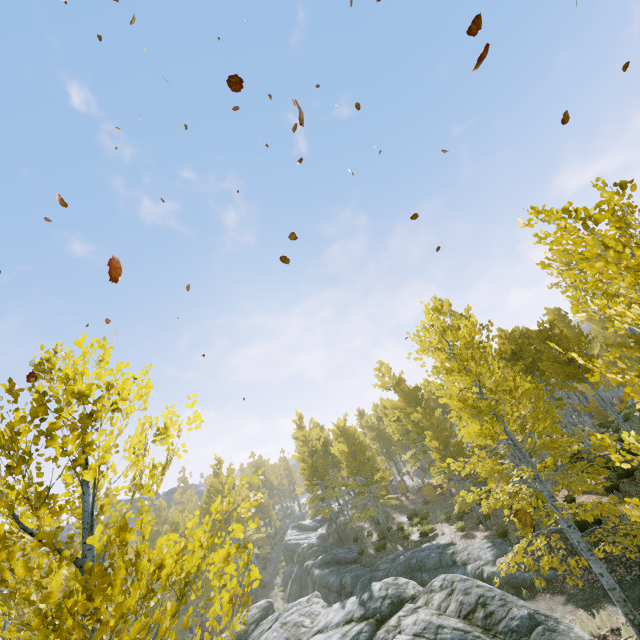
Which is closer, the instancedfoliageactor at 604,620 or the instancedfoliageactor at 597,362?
the instancedfoliageactor at 597,362

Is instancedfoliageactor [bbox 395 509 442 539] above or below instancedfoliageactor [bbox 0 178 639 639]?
below

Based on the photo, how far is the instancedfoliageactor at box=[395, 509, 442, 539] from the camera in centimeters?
2031cm

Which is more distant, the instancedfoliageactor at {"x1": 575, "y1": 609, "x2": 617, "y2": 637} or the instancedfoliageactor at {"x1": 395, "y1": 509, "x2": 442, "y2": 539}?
the instancedfoliageactor at {"x1": 395, "y1": 509, "x2": 442, "y2": 539}

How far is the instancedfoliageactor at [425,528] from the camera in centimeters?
2031cm

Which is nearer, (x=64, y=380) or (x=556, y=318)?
(x=64, y=380)

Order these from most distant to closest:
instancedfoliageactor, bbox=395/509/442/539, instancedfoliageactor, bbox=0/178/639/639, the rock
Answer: instancedfoliageactor, bbox=395/509/442/539 → the rock → instancedfoliageactor, bbox=0/178/639/639
